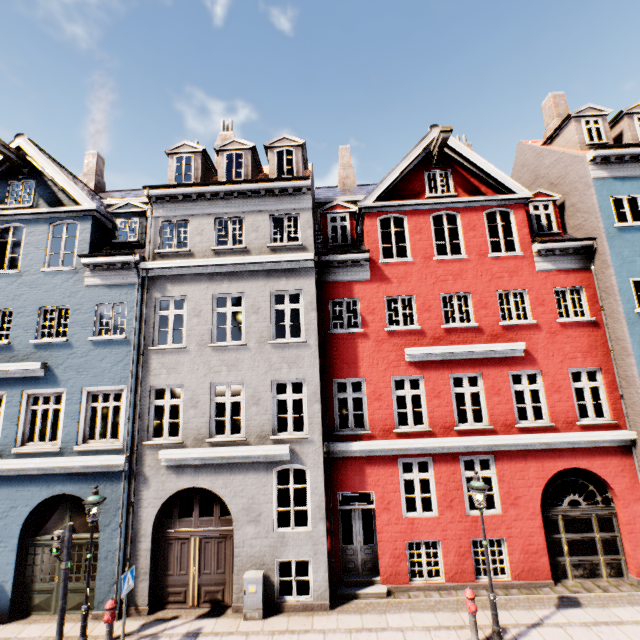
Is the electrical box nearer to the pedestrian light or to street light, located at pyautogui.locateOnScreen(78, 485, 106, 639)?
street light, located at pyautogui.locateOnScreen(78, 485, 106, 639)

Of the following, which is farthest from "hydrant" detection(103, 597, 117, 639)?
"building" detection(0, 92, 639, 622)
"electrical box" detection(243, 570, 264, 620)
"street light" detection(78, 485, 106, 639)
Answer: "electrical box" detection(243, 570, 264, 620)

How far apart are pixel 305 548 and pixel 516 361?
9.1 meters

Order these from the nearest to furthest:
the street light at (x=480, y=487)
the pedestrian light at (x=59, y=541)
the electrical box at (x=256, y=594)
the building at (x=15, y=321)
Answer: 1. the street light at (x=480, y=487)
2. the pedestrian light at (x=59, y=541)
3. the electrical box at (x=256, y=594)
4. the building at (x=15, y=321)

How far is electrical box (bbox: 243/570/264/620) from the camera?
8.84m

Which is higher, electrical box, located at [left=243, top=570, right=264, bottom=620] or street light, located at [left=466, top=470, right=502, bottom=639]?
street light, located at [left=466, top=470, right=502, bottom=639]

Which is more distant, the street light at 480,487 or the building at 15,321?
the building at 15,321

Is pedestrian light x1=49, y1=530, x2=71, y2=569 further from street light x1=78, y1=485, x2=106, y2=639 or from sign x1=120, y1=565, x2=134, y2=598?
sign x1=120, y1=565, x2=134, y2=598
